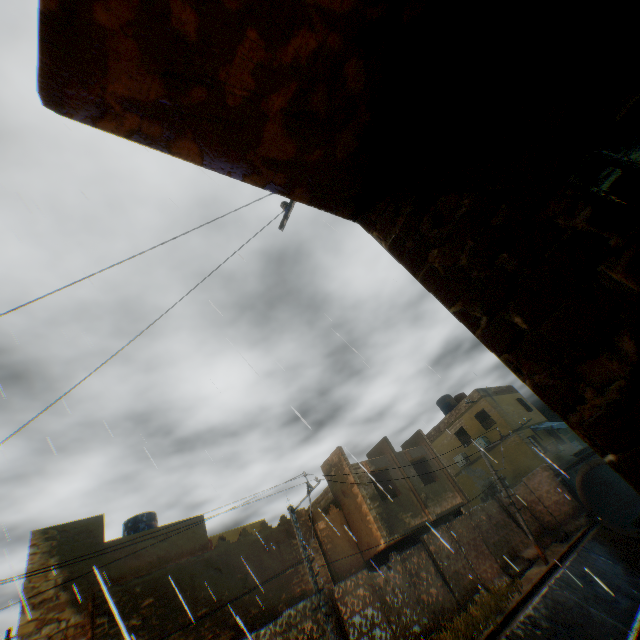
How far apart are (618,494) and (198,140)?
30.5 meters

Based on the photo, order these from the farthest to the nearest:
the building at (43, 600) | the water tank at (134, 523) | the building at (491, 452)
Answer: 1. the building at (491, 452)
2. the water tank at (134, 523)
3. the building at (43, 600)

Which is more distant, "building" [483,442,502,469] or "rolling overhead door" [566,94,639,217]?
"building" [483,442,502,469]

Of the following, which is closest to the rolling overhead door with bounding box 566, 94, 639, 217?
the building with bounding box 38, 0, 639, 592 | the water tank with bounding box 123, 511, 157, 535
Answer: the building with bounding box 38, 0, 639, 592

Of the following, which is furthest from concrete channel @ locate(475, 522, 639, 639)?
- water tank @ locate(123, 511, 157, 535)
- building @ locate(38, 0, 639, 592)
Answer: water tank @ locate(123, 511, 157, 535)

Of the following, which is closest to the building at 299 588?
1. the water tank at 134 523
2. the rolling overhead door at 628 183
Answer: the rolling overhead door at 628 183

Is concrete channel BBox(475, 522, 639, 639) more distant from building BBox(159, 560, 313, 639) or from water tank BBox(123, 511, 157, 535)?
water tank BBox(123, 511, 157, 535)
